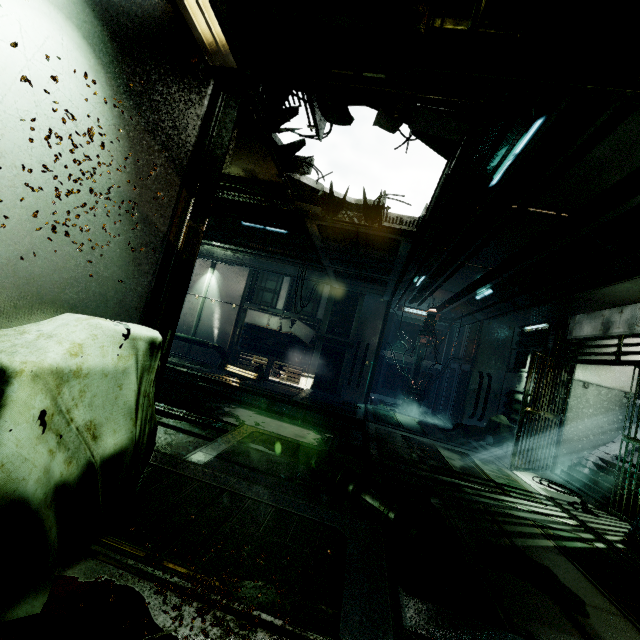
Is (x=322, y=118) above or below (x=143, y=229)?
above

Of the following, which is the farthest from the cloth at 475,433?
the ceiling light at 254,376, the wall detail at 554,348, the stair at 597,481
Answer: the ceiling light at 254,376

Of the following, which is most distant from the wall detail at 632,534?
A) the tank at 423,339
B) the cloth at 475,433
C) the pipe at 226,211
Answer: the tank at 423,339

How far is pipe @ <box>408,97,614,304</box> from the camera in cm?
347

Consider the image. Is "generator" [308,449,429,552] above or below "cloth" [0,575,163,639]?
below

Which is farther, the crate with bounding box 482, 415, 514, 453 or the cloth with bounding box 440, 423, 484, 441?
the cloth with bounding box 440, 423, 484, 441

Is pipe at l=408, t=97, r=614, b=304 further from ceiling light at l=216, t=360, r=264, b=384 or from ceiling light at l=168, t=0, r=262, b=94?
ceiling light at l=216, t=360, r=264, b=384

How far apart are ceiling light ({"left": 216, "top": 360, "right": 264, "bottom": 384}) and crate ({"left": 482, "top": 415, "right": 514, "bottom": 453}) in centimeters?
772cm
